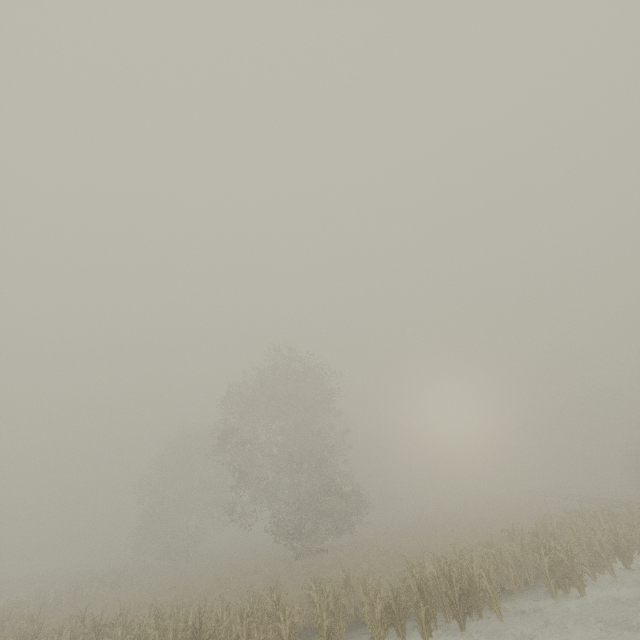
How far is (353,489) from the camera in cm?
2950
